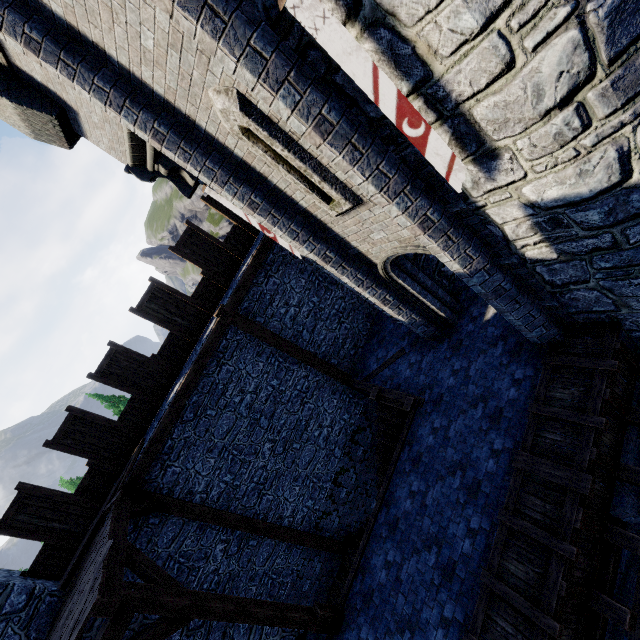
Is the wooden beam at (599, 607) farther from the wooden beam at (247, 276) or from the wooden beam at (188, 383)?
the wooden beam at (247, 276)

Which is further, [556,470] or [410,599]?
[410,599]

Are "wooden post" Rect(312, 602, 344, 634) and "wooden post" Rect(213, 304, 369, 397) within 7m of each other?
yes

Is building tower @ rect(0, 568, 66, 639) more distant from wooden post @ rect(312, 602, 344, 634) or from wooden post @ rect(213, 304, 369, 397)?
wooden post @ rect(213, 304, 369, 397)

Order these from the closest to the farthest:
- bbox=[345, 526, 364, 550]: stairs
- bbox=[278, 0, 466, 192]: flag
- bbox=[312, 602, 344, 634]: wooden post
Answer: bbox=[278, 0, 466, 192]: flag < bbox=[312, 602, 344, 634]: wooden post < bbox=[345, 526, 364, 550]: stairs

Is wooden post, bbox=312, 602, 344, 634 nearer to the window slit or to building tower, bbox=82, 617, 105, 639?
building tower, bbox=82, 617, 105, 639

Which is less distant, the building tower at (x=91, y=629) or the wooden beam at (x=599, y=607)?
the wooden beam at (x=599, y=607)

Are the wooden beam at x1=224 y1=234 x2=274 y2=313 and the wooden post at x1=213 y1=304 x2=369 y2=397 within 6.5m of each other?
yes
